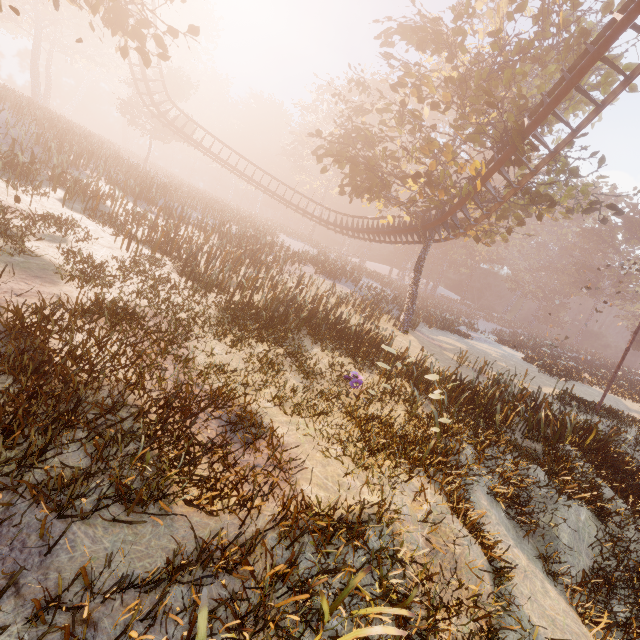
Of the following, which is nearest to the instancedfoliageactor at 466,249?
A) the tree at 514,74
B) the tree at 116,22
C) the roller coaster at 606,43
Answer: the tree at 514,74

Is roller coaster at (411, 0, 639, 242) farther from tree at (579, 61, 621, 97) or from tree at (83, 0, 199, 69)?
tree at (83, 0, 199, 69)

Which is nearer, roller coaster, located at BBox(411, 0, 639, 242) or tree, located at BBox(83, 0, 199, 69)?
tree, located at BBox(83, 0, 199, 69)

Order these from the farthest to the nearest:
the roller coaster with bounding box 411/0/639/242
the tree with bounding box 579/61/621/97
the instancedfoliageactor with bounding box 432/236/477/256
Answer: the instancedfoliageactor with bounding box 432/236/477/256
the tree with bounding box 579/61/621/97
the roller coaster with bounding box 411/0/639/242

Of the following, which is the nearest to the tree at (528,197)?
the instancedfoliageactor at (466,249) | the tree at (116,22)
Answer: the tree at (116,22)

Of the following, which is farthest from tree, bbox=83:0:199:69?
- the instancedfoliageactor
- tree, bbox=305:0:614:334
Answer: the instancedfoliageactor

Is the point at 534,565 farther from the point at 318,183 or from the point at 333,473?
the point at 318,183

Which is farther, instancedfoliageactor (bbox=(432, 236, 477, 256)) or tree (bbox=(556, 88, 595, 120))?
instancedfoliageactor (bbox=(432, 236, 477, 256))
